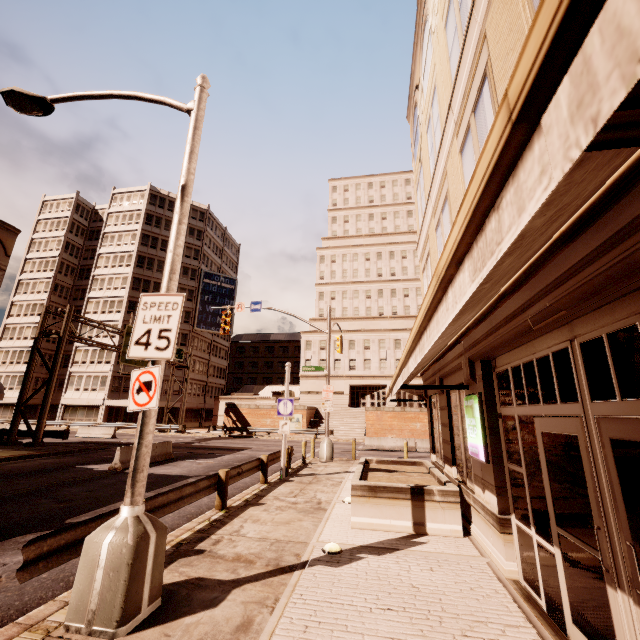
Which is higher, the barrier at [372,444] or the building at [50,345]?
the building at [50,345]

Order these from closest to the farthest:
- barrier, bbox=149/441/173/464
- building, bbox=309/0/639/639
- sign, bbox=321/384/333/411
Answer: building, bbox=309/0/639/639
barrier, bbox=149/441/173/464
sign, bbox=321/384/333/411

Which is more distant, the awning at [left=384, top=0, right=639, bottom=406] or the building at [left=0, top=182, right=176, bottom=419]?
the building at [left=0, top=182, right=176, bottom=419]

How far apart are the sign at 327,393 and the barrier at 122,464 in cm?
891

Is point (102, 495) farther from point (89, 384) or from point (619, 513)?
point (89, 384)

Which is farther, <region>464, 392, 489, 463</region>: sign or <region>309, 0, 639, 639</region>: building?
<region>464, 392, 489, 463</region>: sign

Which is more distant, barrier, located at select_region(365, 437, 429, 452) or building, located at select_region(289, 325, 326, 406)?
building, located at select_region(289, 325, 326, 406)
